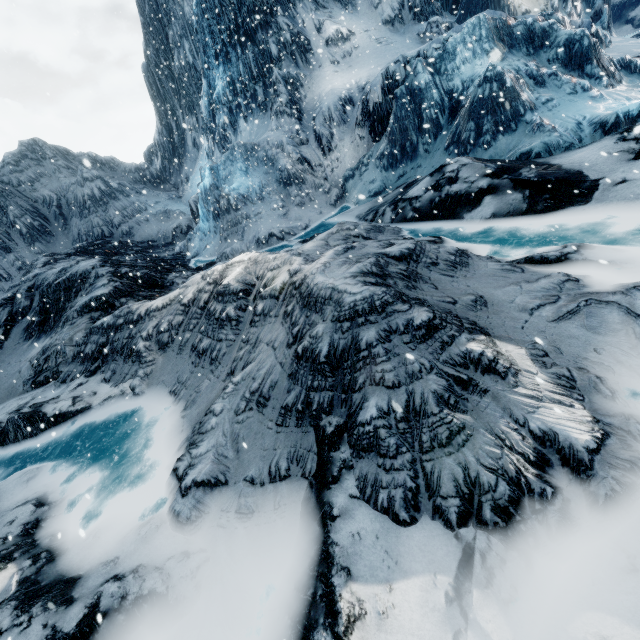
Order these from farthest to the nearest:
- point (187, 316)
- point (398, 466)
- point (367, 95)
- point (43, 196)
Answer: point (43, 196), point (367, 95), point (187, 316), point (398, 466)
